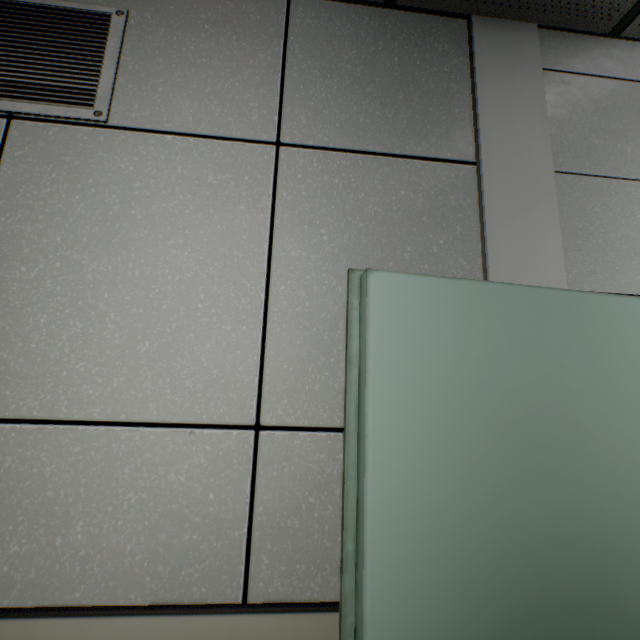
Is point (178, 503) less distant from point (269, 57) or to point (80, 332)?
point (80, 332)

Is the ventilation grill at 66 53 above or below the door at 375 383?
above

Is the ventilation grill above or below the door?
above
